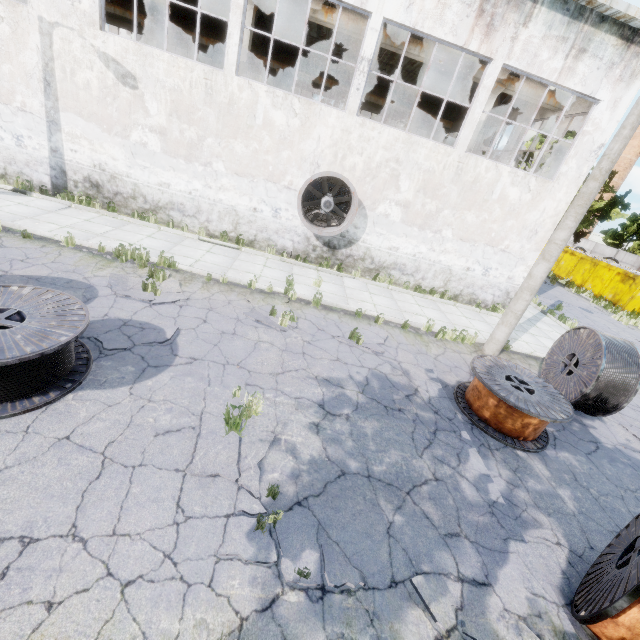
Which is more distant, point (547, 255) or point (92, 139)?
point (92, 139)

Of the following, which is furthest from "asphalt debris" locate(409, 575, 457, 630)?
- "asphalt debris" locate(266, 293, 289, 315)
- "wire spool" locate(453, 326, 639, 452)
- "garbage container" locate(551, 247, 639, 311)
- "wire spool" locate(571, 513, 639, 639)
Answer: "garbage container" locate(551, 247, 639, 311)

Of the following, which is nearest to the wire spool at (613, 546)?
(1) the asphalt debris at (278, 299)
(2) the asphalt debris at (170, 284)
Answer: (1) the asphalt debris at (278, 299)

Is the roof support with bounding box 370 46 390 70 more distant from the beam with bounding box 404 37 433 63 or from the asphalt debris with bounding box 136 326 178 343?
the asphalt debris with bounding box 136 326 178 343

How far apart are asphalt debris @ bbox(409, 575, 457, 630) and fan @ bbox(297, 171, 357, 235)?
10.33m

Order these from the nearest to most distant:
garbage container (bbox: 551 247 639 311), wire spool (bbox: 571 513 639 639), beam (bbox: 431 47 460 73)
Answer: wire spool (bbox: 571 513 639 639)
beam (bbox: 431 47 460 73)
garbage container (bbox: 551 247 639 311)

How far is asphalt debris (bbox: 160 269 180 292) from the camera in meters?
8.1

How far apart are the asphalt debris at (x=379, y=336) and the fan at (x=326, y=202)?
4.5 meters
